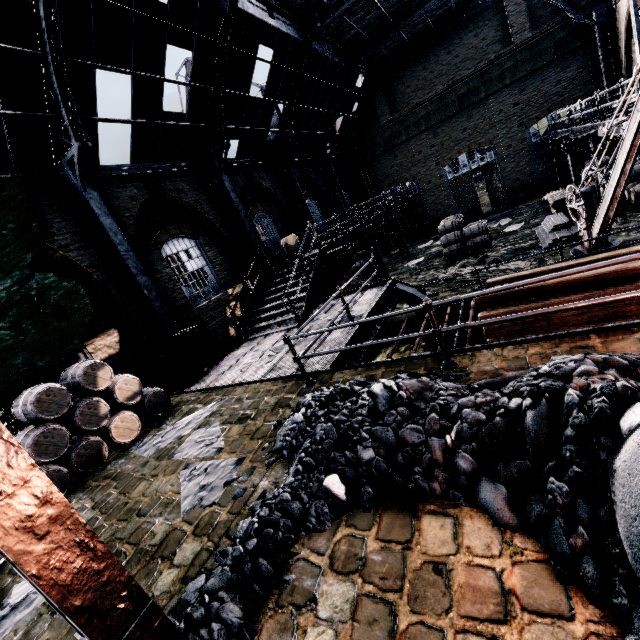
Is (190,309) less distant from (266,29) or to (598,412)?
(266,29)

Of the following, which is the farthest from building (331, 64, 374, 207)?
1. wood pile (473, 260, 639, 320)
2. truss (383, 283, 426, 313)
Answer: truss (383, 283, 426, 313)

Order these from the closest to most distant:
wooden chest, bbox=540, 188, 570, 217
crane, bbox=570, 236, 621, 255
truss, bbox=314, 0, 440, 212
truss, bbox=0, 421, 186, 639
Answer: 1. truss, bbox=0, 421, 186, 639
2. crane, bbox=570, 236, 621, 255
3. wooden chest, bbox=540, 188, 570, 217
4. truss, bbox=314, 0, 440, 212

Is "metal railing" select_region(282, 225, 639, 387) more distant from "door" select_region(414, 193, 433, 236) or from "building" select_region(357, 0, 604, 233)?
"door" select_region(414, 193, 433, 236)

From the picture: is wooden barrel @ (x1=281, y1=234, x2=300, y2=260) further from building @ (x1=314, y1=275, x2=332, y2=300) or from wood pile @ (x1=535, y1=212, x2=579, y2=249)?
wood pile @ (x1=535, y1=212, x2=579, y2=249)

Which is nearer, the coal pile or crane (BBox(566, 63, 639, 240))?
the coal pile

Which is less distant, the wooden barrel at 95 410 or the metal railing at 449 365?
the metal railing at 449 365

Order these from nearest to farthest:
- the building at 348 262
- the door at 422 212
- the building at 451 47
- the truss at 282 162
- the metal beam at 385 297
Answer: the metal beam at 385 297, the truss at 282 162, the building at 451 47, the building at 348 262, the door at 422 212
